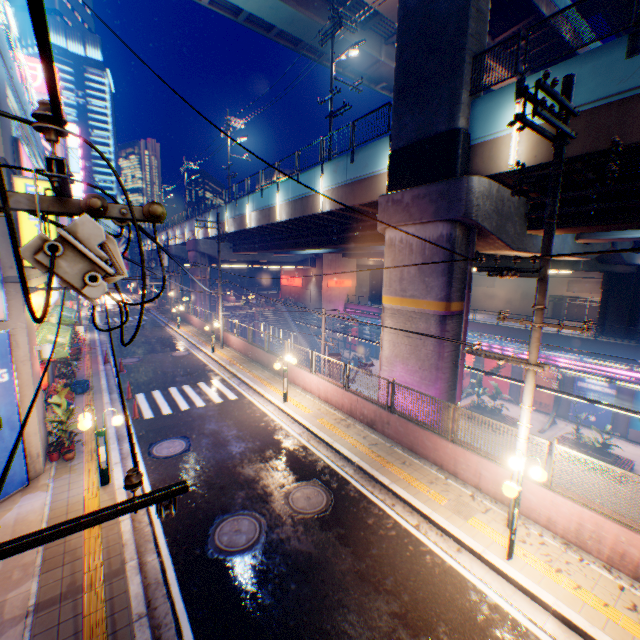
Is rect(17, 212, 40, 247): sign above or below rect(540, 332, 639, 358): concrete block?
above

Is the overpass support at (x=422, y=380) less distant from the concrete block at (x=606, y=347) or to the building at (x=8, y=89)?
the concrete block at (x=606, y=347)

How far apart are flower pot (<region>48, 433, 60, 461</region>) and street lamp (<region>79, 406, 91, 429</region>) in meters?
2.1 m

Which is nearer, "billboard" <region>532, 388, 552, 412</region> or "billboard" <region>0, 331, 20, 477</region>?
"billboard" <region>0, 331, 20, 477</region>

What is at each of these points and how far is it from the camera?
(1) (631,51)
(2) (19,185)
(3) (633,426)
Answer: (1) metal fence, 7.59m
(2) sign, 8.93m
(3) billboard, 23.42m

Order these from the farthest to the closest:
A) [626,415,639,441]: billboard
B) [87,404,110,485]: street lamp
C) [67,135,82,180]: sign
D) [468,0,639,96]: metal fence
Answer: [67,135,82,180]: sign, [626,415,639,441]: billboard, [87,404,110,485]: street lamp, [468,0,639,96]: metal fence

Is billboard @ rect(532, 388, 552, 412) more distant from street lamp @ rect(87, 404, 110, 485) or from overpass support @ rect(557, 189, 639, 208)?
street lamp @ rect(87, 404, 110, 485)

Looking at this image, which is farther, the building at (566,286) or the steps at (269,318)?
the steps at (269,318)
